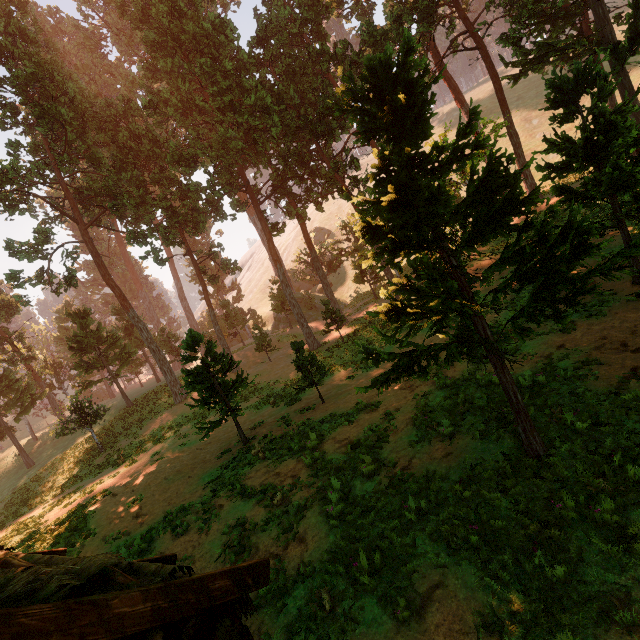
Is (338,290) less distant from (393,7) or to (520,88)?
(393,7)

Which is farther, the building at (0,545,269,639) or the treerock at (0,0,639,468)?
the treerock at (0,0,639,468)

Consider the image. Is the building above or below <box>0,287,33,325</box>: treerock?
below

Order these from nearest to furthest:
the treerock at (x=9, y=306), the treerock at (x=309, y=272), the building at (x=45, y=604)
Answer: the building at (x=45, y=604) < the treerock at (x=309, y=272) < the treerock at (x=9, y=306)

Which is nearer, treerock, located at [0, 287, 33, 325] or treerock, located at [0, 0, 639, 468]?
treerock, located at [0, 0, 639, 468]

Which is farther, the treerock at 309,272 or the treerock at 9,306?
the treerock at 9,306
